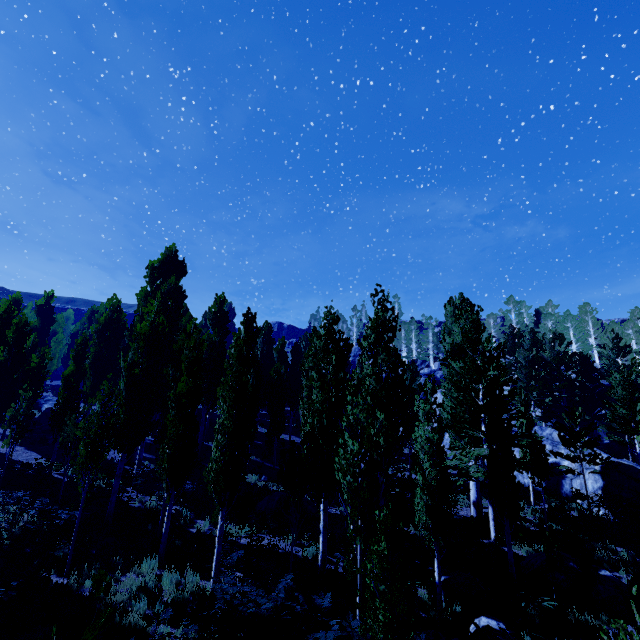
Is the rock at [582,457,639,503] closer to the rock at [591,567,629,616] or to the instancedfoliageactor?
the instancedfoliageactor

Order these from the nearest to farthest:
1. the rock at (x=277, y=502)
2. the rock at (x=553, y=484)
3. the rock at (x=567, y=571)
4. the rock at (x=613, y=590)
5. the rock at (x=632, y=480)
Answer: the rock at (x=613, y=590), the rock at (x=567, y=571), the rock at (x=277, y=502), the rock at (x=632, y=480), the rock at (x=553, y=484)

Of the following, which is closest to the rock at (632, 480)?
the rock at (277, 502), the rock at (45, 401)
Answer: the rock at (277, 502)

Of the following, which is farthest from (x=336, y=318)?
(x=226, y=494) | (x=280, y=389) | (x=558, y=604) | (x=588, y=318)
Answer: (x=588, y=318)

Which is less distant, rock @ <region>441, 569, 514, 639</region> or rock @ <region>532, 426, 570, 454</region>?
rock @ <region>441, 569, 514, 639</region>

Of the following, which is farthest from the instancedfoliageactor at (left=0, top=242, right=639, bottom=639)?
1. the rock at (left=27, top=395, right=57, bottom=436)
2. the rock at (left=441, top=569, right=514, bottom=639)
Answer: the rock at (left=27, top=395, right=57, bottom=436)

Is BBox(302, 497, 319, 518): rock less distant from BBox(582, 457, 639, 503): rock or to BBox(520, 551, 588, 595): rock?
BBox(520, 551, 588, 595): rock

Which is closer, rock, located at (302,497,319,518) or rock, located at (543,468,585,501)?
rock, located at (302,497,319,518)
